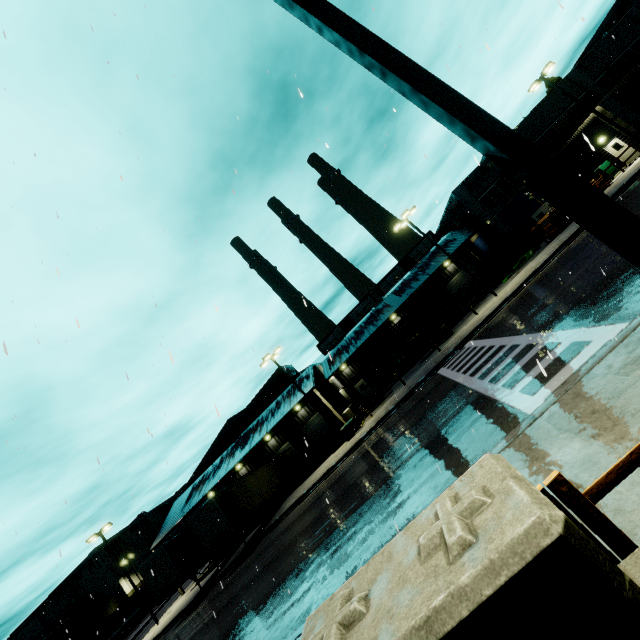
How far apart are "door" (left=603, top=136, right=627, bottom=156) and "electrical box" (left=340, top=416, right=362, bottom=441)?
30.9m

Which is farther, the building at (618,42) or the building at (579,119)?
the building at (579,119)

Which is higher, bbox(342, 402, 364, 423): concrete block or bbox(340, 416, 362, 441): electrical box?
bbox(342, 402, 364, 423): concrete block

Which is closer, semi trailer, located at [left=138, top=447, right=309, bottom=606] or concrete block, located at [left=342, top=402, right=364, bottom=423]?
semi trailer, located at [left=138, top=447, right=309, bottom=606]

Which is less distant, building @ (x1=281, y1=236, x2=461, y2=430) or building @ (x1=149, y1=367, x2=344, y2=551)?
building @ (x1=149, y1=367, x2=344, y2=551)

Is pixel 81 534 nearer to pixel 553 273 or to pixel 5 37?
pixel 5 37

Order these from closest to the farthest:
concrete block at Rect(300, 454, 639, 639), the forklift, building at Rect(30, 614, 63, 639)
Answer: concrete block at Rect(300, 454, 639, 639)
the forklift
building at Rect(30, 614, 63, 639)
